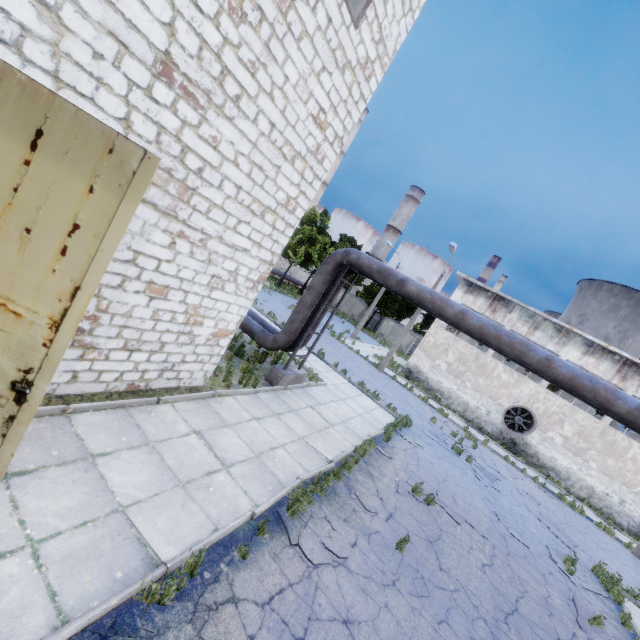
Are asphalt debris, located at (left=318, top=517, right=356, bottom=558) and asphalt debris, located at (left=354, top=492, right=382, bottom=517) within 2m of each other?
yes

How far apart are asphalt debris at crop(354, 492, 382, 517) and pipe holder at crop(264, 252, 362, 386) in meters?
4.3 m

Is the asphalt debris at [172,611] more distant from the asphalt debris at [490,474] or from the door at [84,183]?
the asphalt debris at [490,474]

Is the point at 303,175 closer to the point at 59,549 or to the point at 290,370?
the point at 290,370

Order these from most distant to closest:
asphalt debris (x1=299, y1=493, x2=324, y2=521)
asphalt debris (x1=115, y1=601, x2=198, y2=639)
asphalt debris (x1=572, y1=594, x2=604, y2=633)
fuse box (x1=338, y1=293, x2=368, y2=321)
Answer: fuse box (x1=338, y1=293, x2=368, y2=321), asphalt debris (x1=572, y1=594, x2=604, y2=633), asphalt debris (x1=299, y1=493, x2=324, y2=521), asphalt debris (x1=115, y1=601, x2=198, y2=639)

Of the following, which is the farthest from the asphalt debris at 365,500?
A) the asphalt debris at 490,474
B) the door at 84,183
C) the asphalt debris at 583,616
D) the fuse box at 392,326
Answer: the fuse box at 392,326

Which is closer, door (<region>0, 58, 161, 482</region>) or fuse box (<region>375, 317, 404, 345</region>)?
door (<region>0, 58, 161, 482</region>)

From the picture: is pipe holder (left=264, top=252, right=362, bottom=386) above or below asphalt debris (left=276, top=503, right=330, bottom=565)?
above
